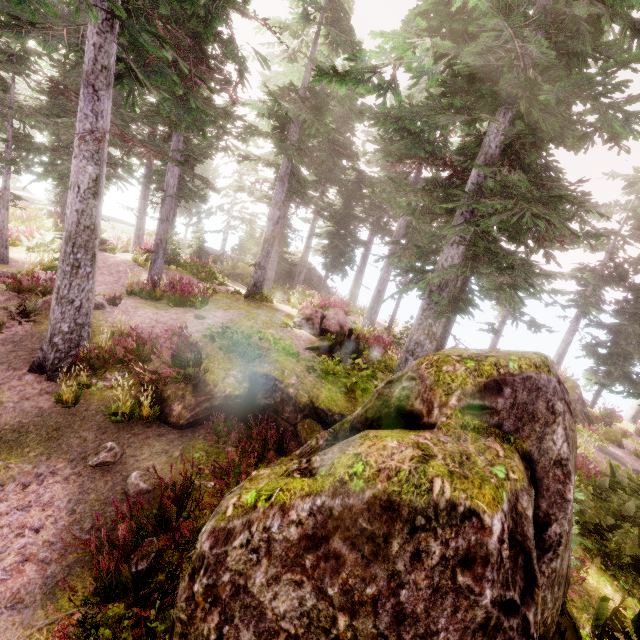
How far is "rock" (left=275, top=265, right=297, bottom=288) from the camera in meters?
30.7

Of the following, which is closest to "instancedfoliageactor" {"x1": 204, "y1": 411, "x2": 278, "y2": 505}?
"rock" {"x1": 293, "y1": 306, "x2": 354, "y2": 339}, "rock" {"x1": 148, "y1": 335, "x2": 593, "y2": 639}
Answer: "rock" {"x1": 148, "y1": 335, "x2": 593, "y2": 639}

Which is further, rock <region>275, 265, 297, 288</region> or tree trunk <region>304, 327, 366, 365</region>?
rock <region>275, 265, 297, 288</region>

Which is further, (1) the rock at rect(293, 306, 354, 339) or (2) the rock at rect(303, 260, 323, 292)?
(2) the rock at rect(303, 260, 323, 292)

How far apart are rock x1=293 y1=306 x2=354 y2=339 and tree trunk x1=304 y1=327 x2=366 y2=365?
1.60m

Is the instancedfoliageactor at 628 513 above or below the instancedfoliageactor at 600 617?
below

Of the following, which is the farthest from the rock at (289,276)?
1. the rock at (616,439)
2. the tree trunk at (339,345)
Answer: the rock at (616,439)

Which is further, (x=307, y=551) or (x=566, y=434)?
(x=566, y=434)
